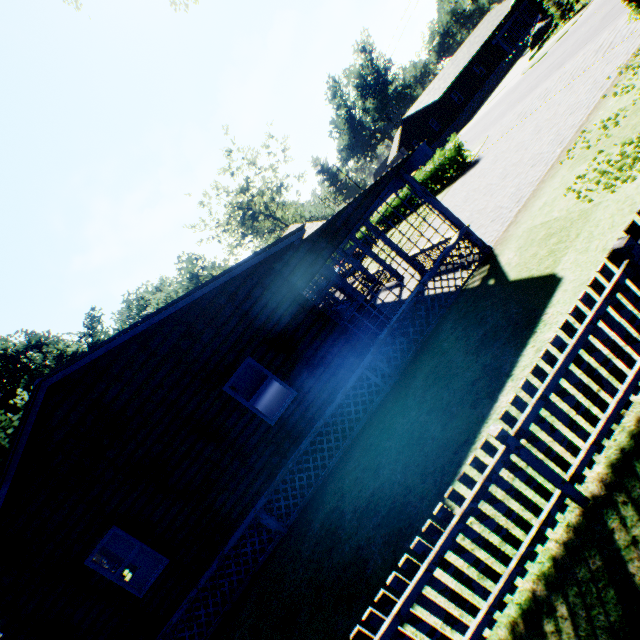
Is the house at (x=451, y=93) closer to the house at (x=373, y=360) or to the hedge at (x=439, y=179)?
the hedge at (x=439, y=179)

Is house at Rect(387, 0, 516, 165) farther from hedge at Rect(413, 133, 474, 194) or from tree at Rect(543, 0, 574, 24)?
hedge at Rect(413, 133, 474, 194)

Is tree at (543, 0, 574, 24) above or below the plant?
below

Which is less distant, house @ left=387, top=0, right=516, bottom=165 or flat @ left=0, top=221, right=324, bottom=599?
flat @ left=0, top=221, right=324, bottom=599

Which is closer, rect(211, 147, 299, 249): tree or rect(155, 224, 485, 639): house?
rect(155, 224, 485, 639): house

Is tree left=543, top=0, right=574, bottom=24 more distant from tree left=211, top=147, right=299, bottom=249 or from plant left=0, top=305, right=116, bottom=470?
plant left=0, top=305, right=116, bottom=470

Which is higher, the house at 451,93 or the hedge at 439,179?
the house at 451,93

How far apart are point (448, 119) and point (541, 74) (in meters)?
23.29
